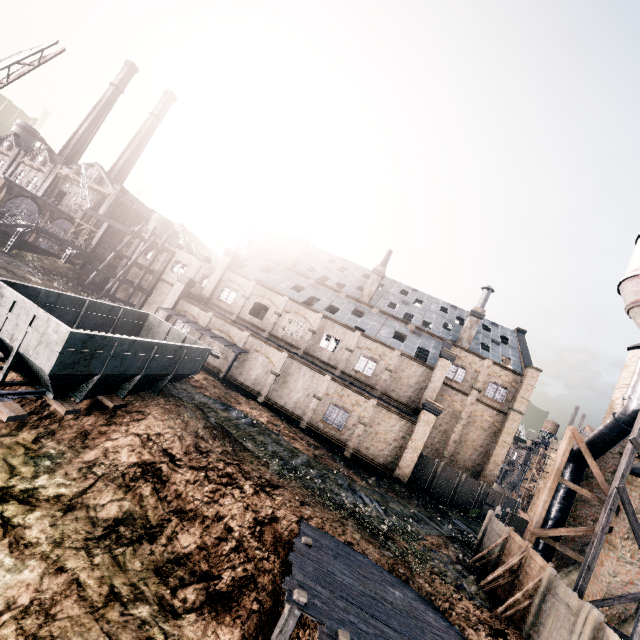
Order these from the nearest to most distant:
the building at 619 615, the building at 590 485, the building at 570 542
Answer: the building at 619 615 < the building at 570 542 < the building at 590 485

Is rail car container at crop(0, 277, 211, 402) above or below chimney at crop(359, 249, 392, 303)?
below

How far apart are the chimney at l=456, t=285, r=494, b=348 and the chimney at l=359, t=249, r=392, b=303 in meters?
10.8

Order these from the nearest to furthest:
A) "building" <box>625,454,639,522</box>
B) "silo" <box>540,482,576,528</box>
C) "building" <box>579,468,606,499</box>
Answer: "building" <box>625,454,639,522</box>
"silo" <box>540,482,576,528</box>
"building" <box>579,468,606,499</box>

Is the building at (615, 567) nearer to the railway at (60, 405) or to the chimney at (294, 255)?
the railway at (60, 405)

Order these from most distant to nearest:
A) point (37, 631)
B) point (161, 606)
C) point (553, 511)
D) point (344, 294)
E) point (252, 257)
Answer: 1. point (252, 257)
2. point (344, 294)
3. point (553, 511)
4. point (161, 606)
5. point (37, 631)

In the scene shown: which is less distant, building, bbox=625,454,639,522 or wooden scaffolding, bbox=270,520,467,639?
wooden scaffolding, bbox=270,520,467,639

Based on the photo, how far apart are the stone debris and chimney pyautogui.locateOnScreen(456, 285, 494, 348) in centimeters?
2438cm
